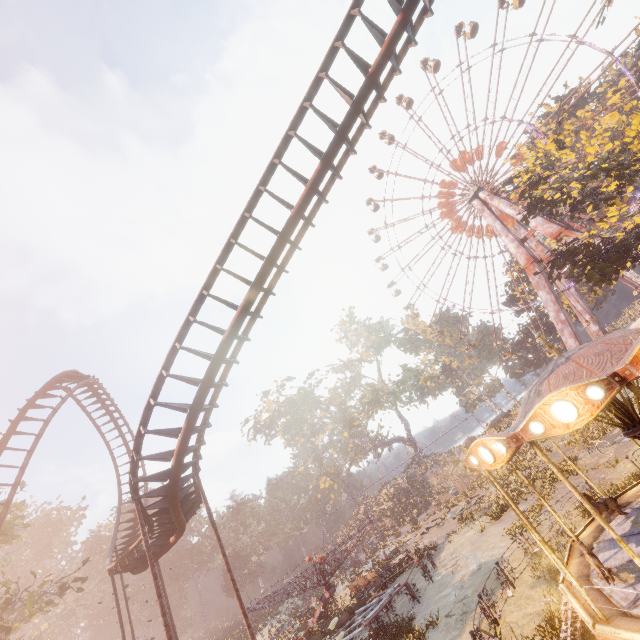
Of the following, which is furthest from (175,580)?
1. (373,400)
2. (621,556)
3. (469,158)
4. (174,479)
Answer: (469,158)

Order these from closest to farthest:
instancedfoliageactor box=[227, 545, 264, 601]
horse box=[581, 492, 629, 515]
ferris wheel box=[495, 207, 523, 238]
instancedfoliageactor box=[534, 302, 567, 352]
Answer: horse box=[581, 492, 629, 515]
ferris wheel box=[495, 207, 523, 238]
instancedfoliageactor box=[534, 302, 567, 352]
instancedfoliageactor box=[227, 545, 264, 601]

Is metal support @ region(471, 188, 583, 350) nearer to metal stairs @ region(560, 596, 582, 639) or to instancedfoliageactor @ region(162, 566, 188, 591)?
metal stairs @ region(560, 596, 582, 639)

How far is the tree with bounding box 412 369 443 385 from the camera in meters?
50.9

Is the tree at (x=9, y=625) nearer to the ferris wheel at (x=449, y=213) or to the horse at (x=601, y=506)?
the horse at (x=601, y=506)

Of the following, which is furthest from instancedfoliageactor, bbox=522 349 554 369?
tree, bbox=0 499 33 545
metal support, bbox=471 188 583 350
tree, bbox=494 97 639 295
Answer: tree, bbox=0 499 33 545

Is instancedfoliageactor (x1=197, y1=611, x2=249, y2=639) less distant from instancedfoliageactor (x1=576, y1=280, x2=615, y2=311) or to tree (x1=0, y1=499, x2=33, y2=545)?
tree (x1=0, y1=499, x2=33, y2=545)

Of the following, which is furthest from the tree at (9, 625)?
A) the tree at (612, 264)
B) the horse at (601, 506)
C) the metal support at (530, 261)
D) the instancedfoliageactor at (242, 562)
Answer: the metal support at (530, 261)
